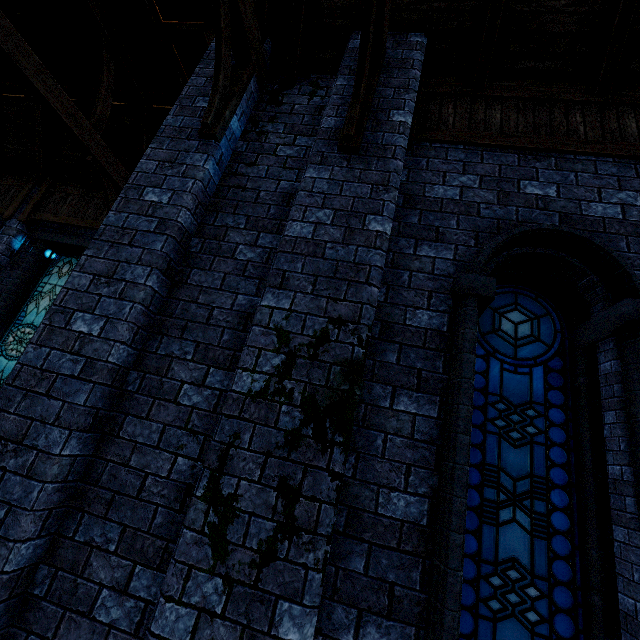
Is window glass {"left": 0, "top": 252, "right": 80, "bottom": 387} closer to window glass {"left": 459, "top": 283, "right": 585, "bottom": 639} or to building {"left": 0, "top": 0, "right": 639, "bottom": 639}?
building {"left": 0, "top": 0, "right": 639, "bottom": 639}

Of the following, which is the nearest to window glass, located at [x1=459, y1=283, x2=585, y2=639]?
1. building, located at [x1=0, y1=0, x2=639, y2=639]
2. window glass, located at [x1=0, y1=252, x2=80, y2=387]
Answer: building, located at [x1=0, y1=0, x2=639, y2=639]

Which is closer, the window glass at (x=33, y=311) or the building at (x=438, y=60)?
the building at (x=438, y=60)

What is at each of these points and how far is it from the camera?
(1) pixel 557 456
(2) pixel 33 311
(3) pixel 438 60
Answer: (1) window glass, 2.7 meters
(2) window glass, 7.4 meters
(3) building, 4.1 meters

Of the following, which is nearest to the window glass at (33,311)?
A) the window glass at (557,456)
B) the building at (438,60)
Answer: the building at (438,60)

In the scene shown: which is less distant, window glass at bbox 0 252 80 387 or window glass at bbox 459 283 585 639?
window glass at bbox 459 283 585 639
